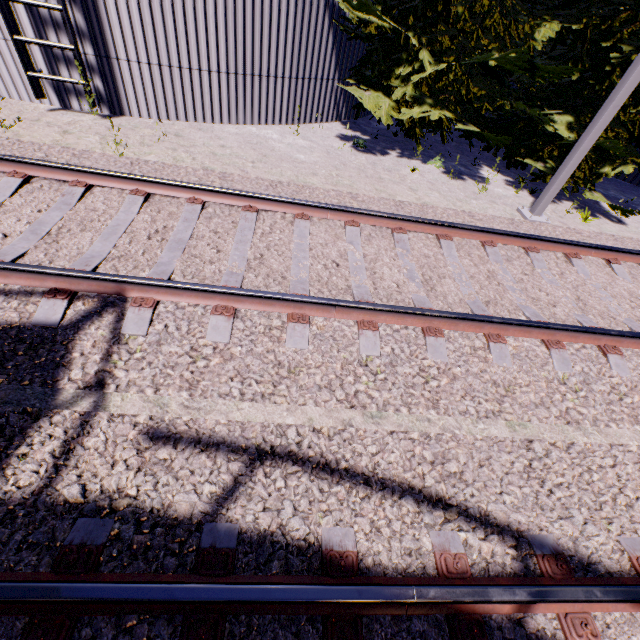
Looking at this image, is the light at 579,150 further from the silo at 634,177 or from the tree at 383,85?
the silo at 634,177

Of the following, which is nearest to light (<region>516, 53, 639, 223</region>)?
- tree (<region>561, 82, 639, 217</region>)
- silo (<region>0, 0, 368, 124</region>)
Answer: tree (<region>561, 82, 639, 217</region>)

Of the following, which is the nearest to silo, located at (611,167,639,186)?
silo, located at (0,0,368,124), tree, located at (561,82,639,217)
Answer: tree, located at (561,82,639,217)

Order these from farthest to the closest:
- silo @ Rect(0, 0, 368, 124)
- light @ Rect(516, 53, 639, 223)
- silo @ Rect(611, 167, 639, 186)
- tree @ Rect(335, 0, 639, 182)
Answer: silo @ Rect(611, 167, 639, 186) < tree @ Rect(335, 0, 639, 182) < silo @ Rect(0, 0, 368, 124) < light @ Rect(516, 53, 639, 223)

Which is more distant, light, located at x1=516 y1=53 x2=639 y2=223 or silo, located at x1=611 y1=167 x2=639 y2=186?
silo, located at x1=611 y1=167 x2=639 y2=186

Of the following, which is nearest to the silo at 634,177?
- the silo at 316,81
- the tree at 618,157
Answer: the tree at 618,157

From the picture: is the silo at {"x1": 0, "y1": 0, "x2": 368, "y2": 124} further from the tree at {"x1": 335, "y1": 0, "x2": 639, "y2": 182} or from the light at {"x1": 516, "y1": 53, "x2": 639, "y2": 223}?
the light at {"x1": 516, "y1": 53, "x2": 639, "y2": 223}

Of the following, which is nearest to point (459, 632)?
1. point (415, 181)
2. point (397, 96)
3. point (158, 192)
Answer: point (158, 192)
